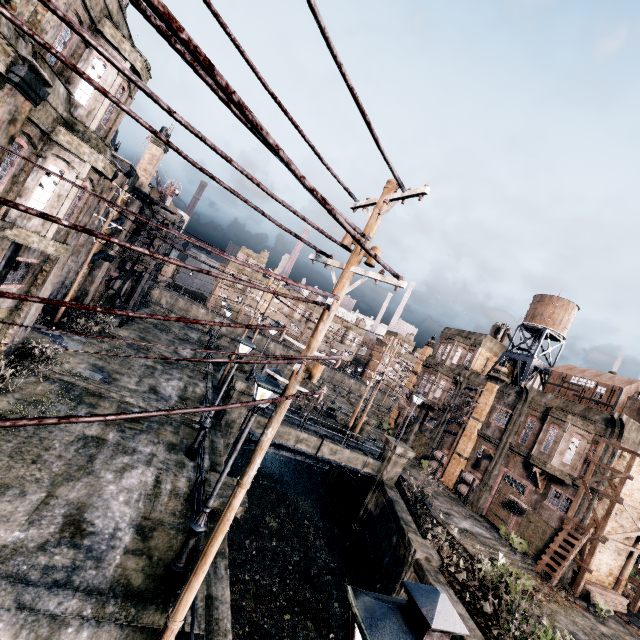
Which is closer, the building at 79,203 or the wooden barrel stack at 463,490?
the building at 79,203

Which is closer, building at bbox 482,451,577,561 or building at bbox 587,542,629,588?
building at bbox 587,542,629,588

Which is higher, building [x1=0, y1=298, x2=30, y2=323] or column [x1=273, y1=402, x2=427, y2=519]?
building [x1=0, y1=298, x2=30, y2=323]

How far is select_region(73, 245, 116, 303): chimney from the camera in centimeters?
2606cm

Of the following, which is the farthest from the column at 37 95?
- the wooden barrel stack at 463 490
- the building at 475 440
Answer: the wooden barrel stack at 463 490

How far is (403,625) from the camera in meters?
2.2

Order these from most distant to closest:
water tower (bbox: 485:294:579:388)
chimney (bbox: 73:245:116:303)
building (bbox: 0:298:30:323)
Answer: water tower (bbox: 485:294:579:388) → chimney (bbox: 73:245:116:303) → building (bbox: 0:298:30:323)

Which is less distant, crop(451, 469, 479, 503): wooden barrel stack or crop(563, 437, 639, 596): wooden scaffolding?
crop(563, 437, 639, 596): wooden scaffolding
